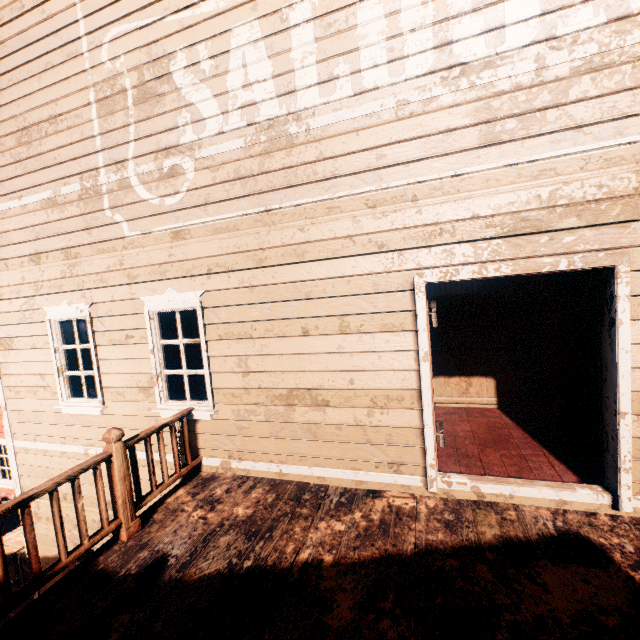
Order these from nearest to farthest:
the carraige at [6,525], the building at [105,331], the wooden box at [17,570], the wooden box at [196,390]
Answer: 1. the building at [105,331]
2. the wooden box at [196,390]
3. the wooden box at [17,570]
4. the carraige at [6,525]

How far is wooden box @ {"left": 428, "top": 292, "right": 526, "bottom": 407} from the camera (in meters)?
5.31

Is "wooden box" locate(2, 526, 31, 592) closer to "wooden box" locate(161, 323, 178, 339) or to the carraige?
the carraige

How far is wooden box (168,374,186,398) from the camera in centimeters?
562cm

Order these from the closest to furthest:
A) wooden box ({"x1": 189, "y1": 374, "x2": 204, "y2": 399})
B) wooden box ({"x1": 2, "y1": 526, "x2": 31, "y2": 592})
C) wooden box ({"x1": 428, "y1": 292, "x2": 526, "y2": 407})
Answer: wooden box ({"x1": 428, "y1": 292, "x2": 526, "y2": 407})
wooden box ({"x1": 189, "y1": 374, "x2": 204, "y2": 399})
wooden box ({"x1": 2, "y1": 526, "x2": 31, "y2": 592})

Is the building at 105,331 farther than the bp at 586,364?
No

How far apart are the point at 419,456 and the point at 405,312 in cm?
159

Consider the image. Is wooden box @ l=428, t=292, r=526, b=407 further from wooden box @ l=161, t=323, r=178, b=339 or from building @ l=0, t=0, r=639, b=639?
wooden box @ l=161, t=323, r=178, b=339
